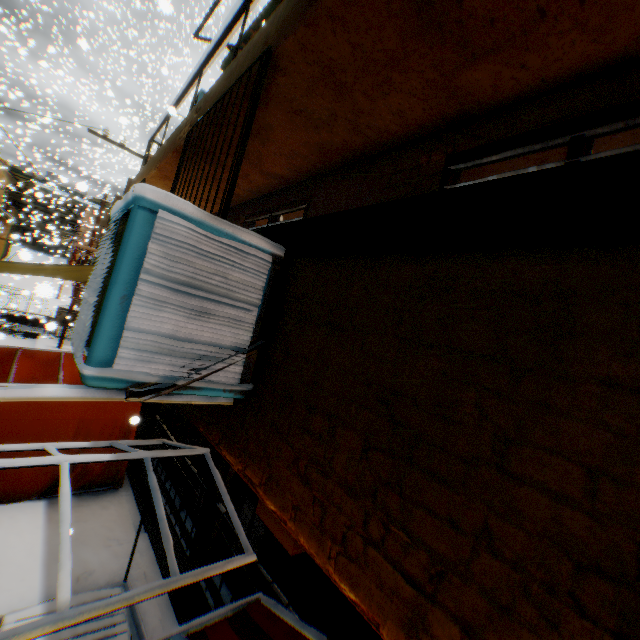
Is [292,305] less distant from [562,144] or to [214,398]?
[214,398]

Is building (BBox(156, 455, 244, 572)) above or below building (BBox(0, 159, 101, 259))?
below

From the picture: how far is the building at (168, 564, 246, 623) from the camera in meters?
4.0 m

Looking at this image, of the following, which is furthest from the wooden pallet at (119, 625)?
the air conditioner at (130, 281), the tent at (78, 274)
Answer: the air conditioner at (130, 281)

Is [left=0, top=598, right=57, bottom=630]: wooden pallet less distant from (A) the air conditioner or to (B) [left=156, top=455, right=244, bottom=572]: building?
(B) [left=156, top=455, right=244, bottom=572]: building

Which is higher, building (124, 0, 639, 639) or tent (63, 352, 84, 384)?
building (124, 0, 639, 639)

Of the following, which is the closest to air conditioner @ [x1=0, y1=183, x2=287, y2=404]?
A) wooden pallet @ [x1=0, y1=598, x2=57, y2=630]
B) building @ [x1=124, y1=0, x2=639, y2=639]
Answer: building @ [x1=124, y1=0, x2=639, y2=639]

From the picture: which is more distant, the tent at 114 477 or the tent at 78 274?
the tent at 114 477
